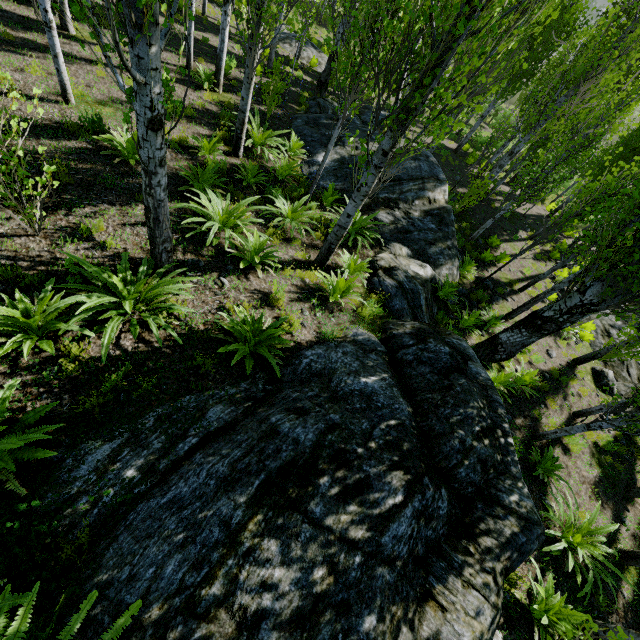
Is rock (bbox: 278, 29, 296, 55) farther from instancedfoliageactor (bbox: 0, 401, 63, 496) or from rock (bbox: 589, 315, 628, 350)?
rock (bbox: 589, 315, 628, 350)

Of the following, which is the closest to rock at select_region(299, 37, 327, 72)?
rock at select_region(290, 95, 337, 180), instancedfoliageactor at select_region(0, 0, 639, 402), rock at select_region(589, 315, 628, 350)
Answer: instancedfoliageactor at select_region(0, 0, 639, 402)

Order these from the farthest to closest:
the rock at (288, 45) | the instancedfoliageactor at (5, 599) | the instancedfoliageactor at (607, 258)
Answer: the rock at (288, 45), the instancedfoliageactor at (607, 258), the instancedfoliageactor at (5, 599)

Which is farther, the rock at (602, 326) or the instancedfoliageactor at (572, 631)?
the rock at (602, 326)

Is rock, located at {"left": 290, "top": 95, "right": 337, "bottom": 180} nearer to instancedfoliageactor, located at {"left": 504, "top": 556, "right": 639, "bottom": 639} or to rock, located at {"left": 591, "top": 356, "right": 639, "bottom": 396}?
instancedfoliageactor, located at {"left": 504, "top": 556, "right": 639, "bottom": 639}

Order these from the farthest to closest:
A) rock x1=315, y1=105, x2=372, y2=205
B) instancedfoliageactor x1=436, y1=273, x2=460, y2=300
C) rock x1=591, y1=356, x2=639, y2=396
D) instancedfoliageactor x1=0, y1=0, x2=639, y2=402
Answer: rock x1=591, y1=356, x2=639, y2=396 < rock x1=315, y1=105, x2=372, y2=205 < instancedfoliageactor x1=436, y1=273, x2=460, y2=300 < instancedfoliageactor x1=0, y1=0, x2=639, y2=402

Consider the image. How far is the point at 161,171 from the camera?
3.54m
